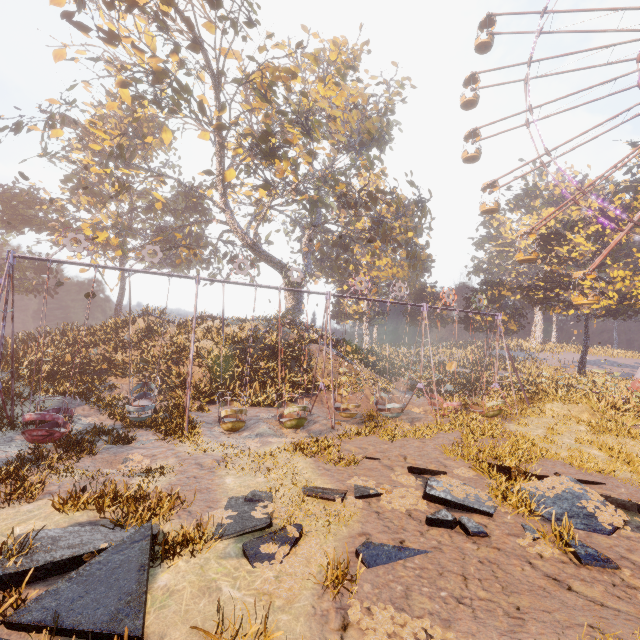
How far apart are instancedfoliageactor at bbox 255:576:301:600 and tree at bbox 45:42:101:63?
26.0m

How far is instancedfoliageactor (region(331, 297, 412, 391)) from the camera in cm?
2460

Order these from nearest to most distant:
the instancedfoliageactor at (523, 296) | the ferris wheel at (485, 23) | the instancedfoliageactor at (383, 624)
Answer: the instancedfoliageactor at (383, 624), the instancedfoliageactor at (523, 296), the ferris wheel at (485, 23)

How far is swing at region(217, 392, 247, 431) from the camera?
12.3m

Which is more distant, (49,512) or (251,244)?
(251,244)

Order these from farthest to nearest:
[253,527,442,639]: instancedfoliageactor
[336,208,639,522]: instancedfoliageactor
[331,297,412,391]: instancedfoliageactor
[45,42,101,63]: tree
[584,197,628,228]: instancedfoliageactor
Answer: [584,197,628,228]: instancedfoliageactor → [331,297,412,391]: instancedfoliageactor → [45,42,101,63]: tree → [336,208,639,522]: instancedfoliageactor → [253,527,442,639]: instancedfoliageactor

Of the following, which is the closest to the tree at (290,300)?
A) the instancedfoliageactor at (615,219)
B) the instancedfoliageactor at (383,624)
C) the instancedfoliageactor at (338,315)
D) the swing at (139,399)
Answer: the instancedfoliageactor at (338,315)

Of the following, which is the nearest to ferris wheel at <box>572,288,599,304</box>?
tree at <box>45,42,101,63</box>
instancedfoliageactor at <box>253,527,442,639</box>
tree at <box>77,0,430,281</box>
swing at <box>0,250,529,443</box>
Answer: tree at <box>77,0,430,281</box>
